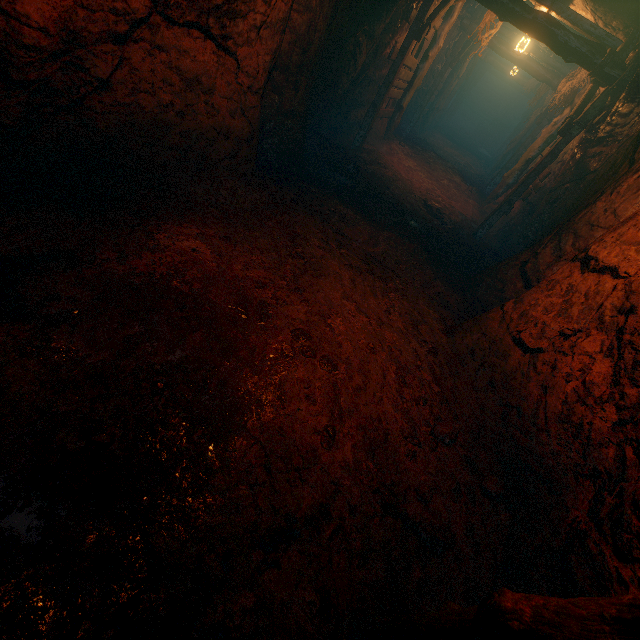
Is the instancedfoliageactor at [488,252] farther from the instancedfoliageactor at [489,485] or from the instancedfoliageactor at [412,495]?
the instancedfoliageactor at [412,495]

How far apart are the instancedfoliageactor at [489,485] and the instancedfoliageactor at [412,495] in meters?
0.6

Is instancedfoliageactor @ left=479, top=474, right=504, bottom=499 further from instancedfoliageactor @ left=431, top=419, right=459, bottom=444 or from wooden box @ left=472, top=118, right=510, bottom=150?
wooden box @ left=472, top=118, right=510, bottom=150

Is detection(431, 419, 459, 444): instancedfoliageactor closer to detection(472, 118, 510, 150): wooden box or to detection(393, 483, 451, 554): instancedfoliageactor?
detection(393, 483, 451, 554): instancedfoliageactor

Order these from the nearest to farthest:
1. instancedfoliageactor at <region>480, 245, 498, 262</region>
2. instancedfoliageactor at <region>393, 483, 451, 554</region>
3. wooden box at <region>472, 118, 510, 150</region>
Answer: instancedfoliageactor at <region>393, 483, 451, 554</region>, instancedfoliageactor at <region>480, 245, 498, 262</region>, wooden box at <region>472, 118, 510, 150</region>

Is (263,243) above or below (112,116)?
below

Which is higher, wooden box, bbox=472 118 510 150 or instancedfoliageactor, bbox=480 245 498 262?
wooden box, bbox=472 118 510 150

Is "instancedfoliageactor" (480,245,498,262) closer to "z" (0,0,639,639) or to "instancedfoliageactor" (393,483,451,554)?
"z" (0,0,639,639)
